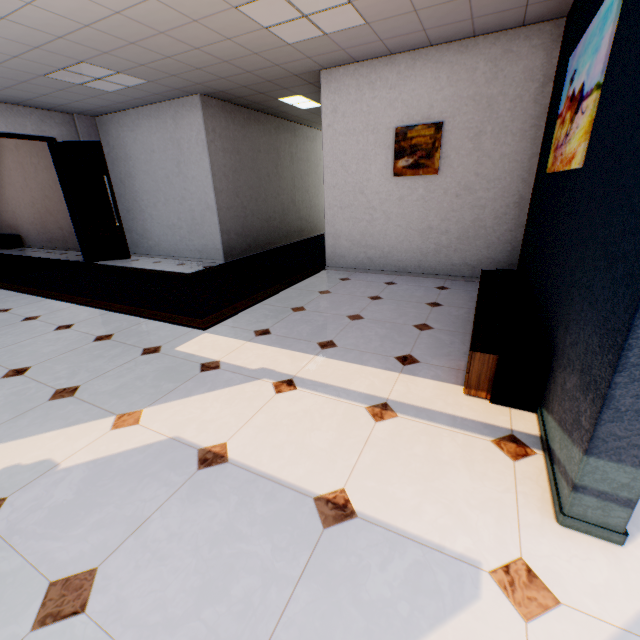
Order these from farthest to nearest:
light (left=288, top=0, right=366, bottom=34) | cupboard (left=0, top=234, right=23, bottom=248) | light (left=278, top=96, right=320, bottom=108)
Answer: cupboard (left=0, top=234, right=23, bottom=248), light (left=278, top=96, right=320, bottom=108), light (left=288, top=0, right=366, bottom=34)

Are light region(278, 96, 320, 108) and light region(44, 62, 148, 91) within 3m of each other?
yes

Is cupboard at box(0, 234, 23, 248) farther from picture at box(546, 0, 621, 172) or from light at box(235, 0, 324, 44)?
picture at box(546, 0, 621, 172)

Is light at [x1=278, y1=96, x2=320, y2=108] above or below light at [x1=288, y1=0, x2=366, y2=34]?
above

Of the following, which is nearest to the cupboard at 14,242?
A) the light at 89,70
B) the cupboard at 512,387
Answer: the light at 89,70

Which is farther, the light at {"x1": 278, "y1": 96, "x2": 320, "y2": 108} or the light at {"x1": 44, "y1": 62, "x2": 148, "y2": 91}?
the light at {"x1": 278, "y1": 96, "x2": 320, "y2": 108}

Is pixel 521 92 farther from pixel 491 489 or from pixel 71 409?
pixel 71 409

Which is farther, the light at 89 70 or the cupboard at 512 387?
the light at 89 70
